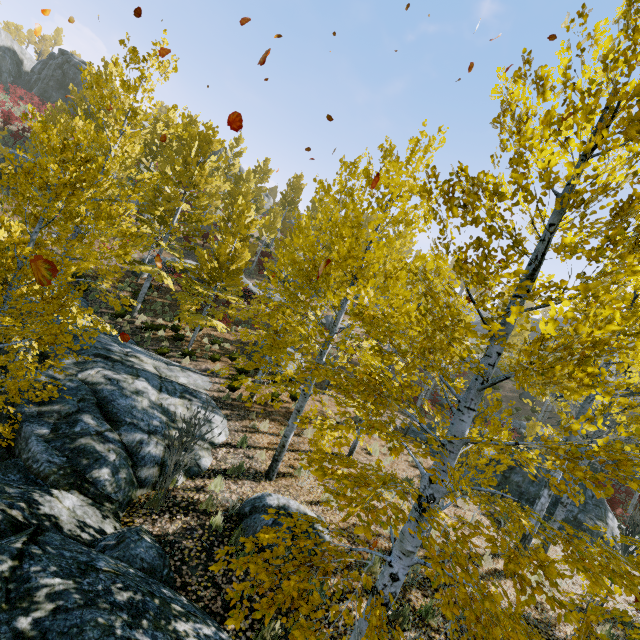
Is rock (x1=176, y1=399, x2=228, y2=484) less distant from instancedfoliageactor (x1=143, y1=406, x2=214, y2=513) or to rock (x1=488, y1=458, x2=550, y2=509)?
instancedfoliageactor (x1=143, y1=406, x2=214, y2=513)

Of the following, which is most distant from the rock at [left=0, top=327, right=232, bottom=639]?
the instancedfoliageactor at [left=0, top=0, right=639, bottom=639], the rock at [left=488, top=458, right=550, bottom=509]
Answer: the rock at [left=488, top=458, right=550, bottom=509]

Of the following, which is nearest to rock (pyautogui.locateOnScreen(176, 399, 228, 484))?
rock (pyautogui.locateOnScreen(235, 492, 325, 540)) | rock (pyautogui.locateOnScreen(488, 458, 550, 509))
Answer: rock (pyautogui.locateOnScreen(235, 492, 325, 540))

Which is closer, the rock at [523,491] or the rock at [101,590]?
the rock at [101,590]

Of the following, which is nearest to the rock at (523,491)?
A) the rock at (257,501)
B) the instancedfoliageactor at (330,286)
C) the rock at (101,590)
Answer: the instancedfoliageactor at (330,286)

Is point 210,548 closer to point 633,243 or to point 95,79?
point 633,243

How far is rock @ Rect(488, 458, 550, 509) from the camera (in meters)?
12.77

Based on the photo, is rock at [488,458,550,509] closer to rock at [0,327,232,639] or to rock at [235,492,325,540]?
rock at [0,327,232,639]
